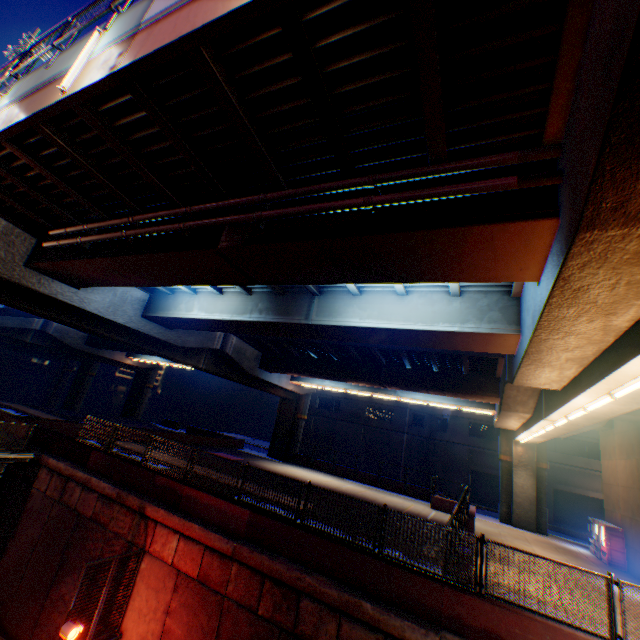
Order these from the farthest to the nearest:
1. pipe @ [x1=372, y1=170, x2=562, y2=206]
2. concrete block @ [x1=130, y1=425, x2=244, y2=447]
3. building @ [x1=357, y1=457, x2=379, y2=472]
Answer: building @ [x1=357, y1=457, x2=379, y2=472] → concrete block @ [x1=130, y1=425, x2=244, y2=447] → pipe @ [x1=372, y1=170, x2=562, y2=206]

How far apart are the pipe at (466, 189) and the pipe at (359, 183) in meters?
0.3 m

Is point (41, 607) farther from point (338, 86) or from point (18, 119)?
point (338, 86)

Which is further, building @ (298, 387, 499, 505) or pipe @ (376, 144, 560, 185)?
building @ (298, 387, 499, 505)

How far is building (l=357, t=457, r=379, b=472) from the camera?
39.7m

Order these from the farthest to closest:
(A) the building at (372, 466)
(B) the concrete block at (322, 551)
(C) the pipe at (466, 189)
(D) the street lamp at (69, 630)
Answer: (A) the building at (372, 466) < (D) the street lamp at (69, 630) < (B) the concrete block at (322, 551) < (C) the pipe at (466, 189)

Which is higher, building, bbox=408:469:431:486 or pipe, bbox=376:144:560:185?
pipe, bbox=376:144:560:185

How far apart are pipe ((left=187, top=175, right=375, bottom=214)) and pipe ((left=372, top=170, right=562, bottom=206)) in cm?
30
